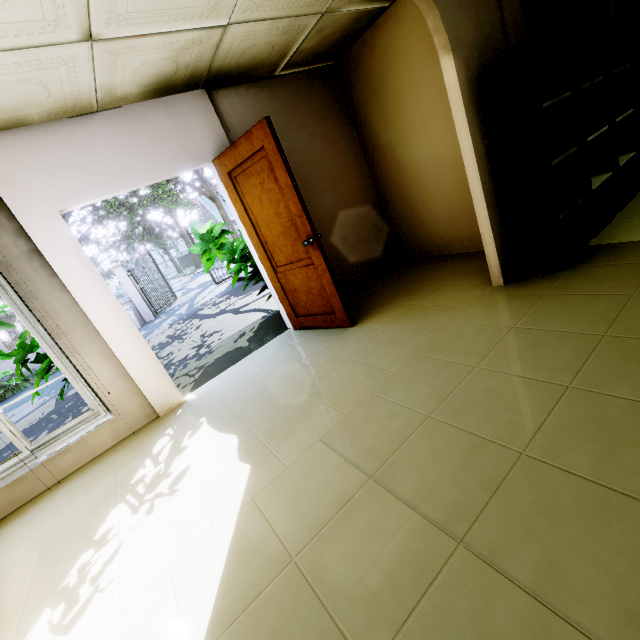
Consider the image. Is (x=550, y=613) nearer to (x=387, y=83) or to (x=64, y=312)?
(x=64, y=312)

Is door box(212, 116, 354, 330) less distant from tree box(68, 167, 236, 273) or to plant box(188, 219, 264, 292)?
plant box(188, 219, 264, 292)

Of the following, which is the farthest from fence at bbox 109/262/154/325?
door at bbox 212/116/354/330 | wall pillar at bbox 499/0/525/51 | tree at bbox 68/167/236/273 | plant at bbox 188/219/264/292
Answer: wall pillar at bbox 499/0/525/51

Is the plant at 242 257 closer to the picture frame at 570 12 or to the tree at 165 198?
the picture frame at 570 12

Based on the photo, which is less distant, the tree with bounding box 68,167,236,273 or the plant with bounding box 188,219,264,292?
the plant with bounding box 188,219,264,292

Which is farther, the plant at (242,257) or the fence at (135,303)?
the fence at (135,303)

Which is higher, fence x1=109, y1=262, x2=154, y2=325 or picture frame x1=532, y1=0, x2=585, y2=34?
picture frame x1=532, y1=0, x2=585, y2=34

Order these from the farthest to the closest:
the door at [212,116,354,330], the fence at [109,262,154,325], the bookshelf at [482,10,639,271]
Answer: the fence at [109,262,154,325] < the door at [212,116,354,330] < the bookshelf at [482,10,639,271]
